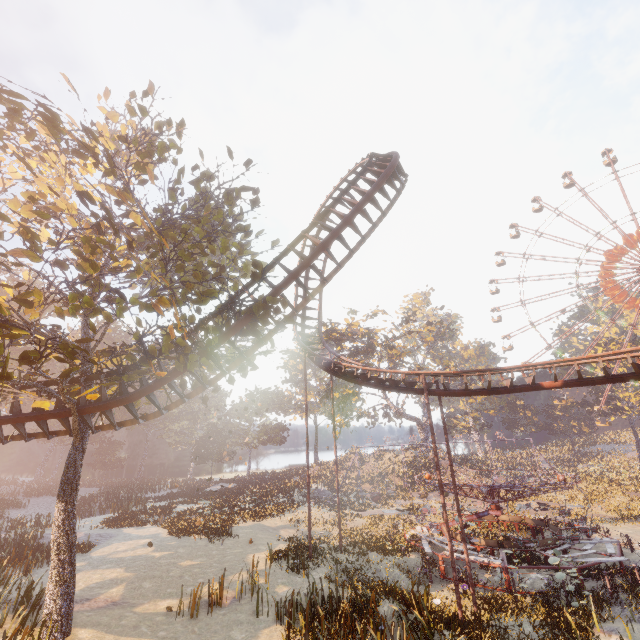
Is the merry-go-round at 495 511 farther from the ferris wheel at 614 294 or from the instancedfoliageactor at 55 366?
the instancedfoliageactor at 55 366

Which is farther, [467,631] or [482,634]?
[467,631]

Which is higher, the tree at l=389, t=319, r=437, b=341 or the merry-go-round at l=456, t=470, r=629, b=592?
the tree at l=389, t=319, r=437, b=341

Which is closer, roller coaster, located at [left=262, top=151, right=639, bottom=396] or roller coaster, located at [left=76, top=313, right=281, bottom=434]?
roller coaster, located at [left=76, top=313, right=281, bottom=434]

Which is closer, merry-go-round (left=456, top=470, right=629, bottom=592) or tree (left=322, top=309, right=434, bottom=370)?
merry-go-round (left=456, top=470, right=629, bottom=592)

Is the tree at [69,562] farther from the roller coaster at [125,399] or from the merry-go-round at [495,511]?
the merry-go-round at [495,511]

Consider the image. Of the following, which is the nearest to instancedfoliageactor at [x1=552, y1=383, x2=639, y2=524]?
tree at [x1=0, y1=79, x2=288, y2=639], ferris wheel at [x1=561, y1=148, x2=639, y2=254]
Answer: ferris wheel at [x1=561, y1=148, x2=639, y2=254]

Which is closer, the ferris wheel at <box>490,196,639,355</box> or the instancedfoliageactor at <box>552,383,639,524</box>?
the instancedfoliageactor at <box>552,383,639,524</box>
